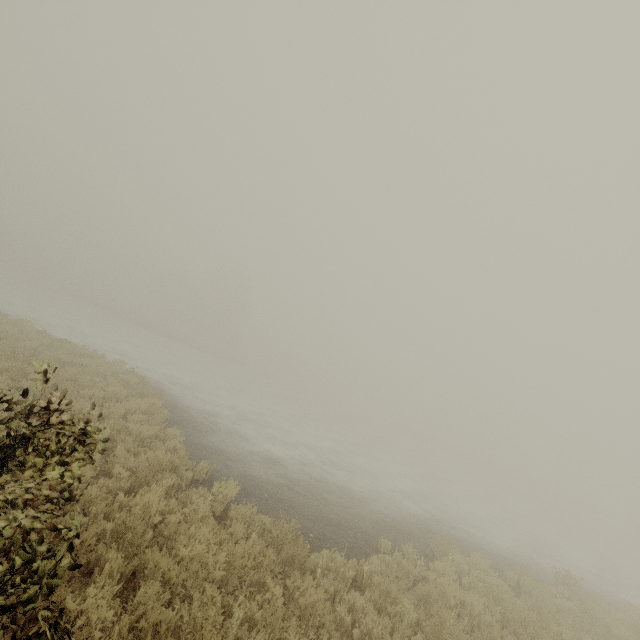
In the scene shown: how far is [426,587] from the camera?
6.2 meters
